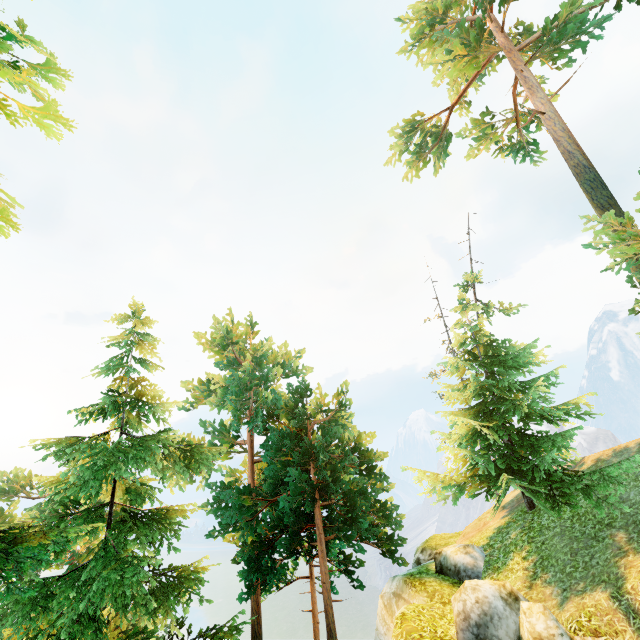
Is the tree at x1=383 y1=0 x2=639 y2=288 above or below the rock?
above

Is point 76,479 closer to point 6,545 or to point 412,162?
point 6,545

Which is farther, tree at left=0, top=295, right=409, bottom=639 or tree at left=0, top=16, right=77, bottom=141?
tree at left=0, top=295, right=409, bottom=639

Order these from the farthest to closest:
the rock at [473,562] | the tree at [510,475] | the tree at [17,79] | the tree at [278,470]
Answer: the tree at [510,475], the tree at [278,470], the rock at [473,562], the tree at [17,79]

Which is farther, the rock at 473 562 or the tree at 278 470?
the tree at 278 470

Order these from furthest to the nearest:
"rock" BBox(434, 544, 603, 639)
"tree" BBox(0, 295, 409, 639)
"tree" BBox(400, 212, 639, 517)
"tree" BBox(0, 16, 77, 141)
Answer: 1. "tree" BBox(400, 212, 639, 517)
2. "tree" BBox(0, 295, 409, 639)
3. "rock" BBox(434, 544, 603, 639)
4. "tree" BBox(0, 16, 77, 141)
